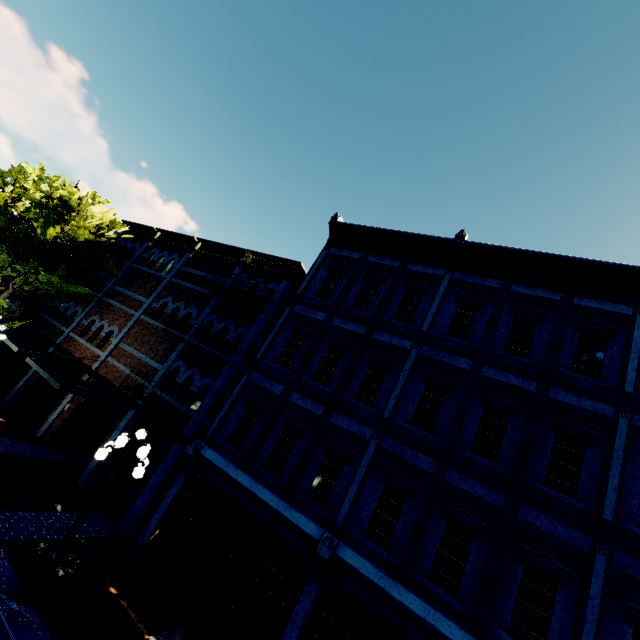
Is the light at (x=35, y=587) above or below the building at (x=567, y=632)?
below

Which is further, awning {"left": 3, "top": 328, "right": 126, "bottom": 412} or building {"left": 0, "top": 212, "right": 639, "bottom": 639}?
awning {"left": 3, "top": 328, "right": 126, "bottom": 412}

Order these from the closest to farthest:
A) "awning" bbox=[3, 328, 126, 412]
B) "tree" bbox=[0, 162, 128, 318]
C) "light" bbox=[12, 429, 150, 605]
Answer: "light" bbox=[12, 429, 150, 605] < "awning" bbox=[3, 328, 126, 412] < "tree" bbox=[0, 162, 128, 318]

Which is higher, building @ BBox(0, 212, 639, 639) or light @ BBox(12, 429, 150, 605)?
building @ BBox(0, 212, 639, 639)

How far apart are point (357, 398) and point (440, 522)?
3.7 meters

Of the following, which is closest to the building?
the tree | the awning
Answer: the tree

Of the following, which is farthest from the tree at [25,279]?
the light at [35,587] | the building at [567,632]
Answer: the light at [35,587]

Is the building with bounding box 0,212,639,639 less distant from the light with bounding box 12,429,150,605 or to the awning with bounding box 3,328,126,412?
the light with bounding box 12,429,150,605
